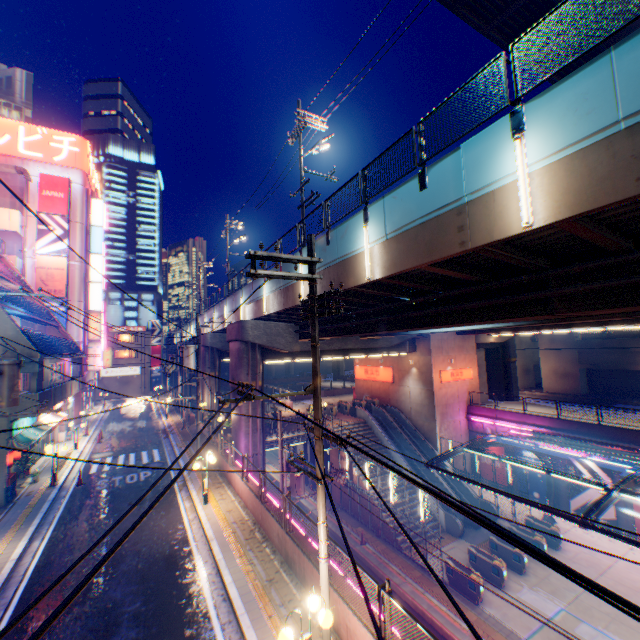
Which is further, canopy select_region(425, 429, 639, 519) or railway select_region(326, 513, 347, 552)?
railway select_region(326, 513, 347, 552)

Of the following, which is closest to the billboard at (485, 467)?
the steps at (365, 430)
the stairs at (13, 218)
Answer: the steps at (365, 430)

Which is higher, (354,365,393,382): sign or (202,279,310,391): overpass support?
(202,279,310,391): overpass support

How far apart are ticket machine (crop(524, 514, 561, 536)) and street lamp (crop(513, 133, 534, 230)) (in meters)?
22.84

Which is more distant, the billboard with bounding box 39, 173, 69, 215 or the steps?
the billboard with bounding box 39, 173, 69, 215

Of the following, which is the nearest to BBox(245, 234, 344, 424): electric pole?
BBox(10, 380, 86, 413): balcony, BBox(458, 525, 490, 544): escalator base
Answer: BBox(10, 380, 86, 413): balcony

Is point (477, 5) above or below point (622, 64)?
above

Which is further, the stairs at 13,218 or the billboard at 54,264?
the billboard at 54,264
